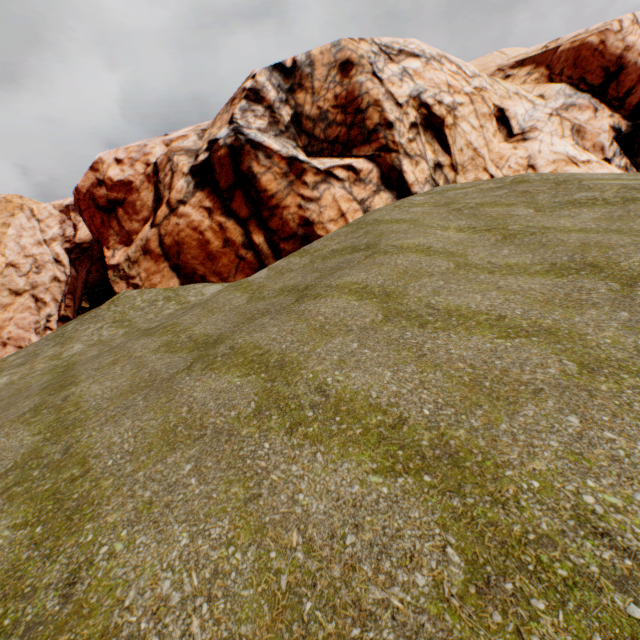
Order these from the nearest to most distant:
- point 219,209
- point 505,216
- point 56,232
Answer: point 505,216
point 219,209
point 56,232
